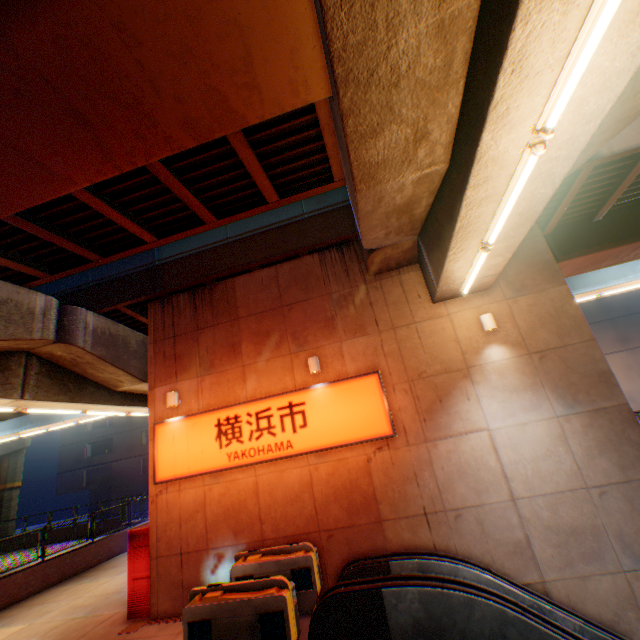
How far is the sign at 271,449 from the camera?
8.2m

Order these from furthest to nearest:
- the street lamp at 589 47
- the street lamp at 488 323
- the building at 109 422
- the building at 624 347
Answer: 1. the building at 109 422
2. the building at 624 347
3. the street lamp at 488 323
4. the street lamp at 589 47

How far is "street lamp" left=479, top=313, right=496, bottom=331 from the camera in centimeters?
790cm

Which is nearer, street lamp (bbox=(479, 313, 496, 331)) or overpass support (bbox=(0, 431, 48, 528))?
street lamp (bbox=(479, 313, 496, 331))

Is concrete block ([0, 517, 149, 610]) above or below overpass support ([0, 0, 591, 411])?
below

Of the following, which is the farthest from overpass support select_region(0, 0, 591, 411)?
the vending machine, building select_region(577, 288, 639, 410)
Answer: building select_region(577, 288, 639, 410)

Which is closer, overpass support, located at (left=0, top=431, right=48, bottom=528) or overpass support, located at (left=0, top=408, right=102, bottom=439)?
overpass support, located at (left=0, top=408, right=102, bottom=439)

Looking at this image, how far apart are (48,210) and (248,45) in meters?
6.5 m
